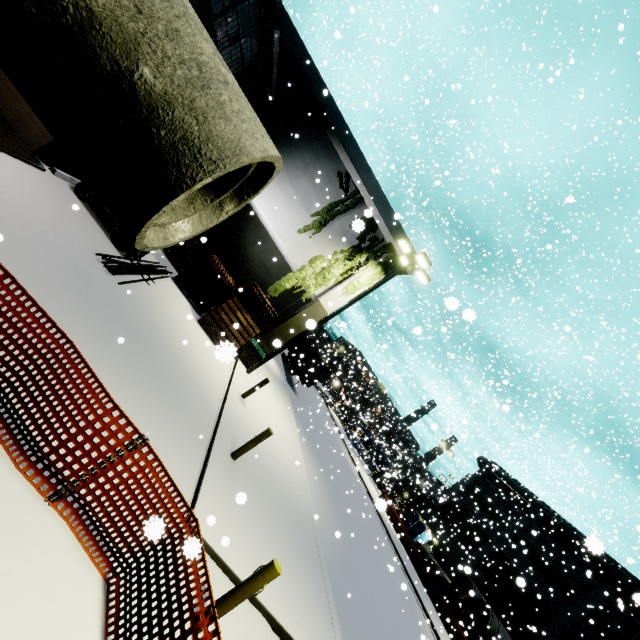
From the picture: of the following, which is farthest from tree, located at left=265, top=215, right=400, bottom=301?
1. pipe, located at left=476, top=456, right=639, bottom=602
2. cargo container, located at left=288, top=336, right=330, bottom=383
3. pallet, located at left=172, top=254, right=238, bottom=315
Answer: cargo container, located at left=288, top=336, right=330, bottom=383

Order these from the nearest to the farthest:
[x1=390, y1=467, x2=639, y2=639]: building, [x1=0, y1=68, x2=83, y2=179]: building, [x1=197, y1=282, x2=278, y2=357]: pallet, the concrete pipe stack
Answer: [x1=0, y1=68, x2=83, y2=179]: building < [x1=197, y1=282, x2=278, y2=357]: pallet < the concrete pipe stack < [x1=390, y1=467, x2=639, y2=639]: building

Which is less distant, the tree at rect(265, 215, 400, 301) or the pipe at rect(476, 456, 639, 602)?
the tree at rect(265, 215, 400, 301)

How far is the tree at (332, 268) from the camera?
17.06m

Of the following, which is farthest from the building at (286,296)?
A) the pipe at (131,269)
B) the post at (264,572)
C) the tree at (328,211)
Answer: the post at (264,572)

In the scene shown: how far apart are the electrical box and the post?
11.2 meters

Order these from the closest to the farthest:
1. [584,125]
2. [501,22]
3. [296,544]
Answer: [296,544] < [501,22] < [584,125]

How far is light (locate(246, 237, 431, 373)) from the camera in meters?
14.9
